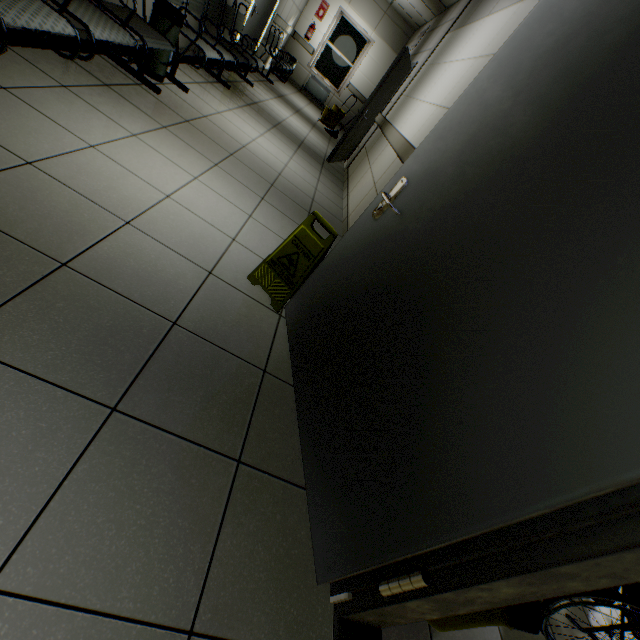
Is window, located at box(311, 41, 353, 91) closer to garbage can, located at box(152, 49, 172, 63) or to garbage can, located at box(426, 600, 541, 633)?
garbage can, located at box(152, 49, 172, 63)

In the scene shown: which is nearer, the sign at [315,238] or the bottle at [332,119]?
the sign at [315,238]

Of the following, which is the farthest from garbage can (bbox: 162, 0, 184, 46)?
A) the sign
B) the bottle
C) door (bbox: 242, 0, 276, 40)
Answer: the bottle

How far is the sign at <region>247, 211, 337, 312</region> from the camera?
1.9m

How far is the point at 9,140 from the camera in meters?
1.6 m

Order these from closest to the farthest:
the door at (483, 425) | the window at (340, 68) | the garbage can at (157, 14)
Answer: the door at (483, 425) → the garbage can at (157, 14) → the window at (340, 68)

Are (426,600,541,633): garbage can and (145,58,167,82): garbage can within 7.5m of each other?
yes

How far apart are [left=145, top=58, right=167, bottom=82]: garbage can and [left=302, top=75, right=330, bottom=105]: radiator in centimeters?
873cm
